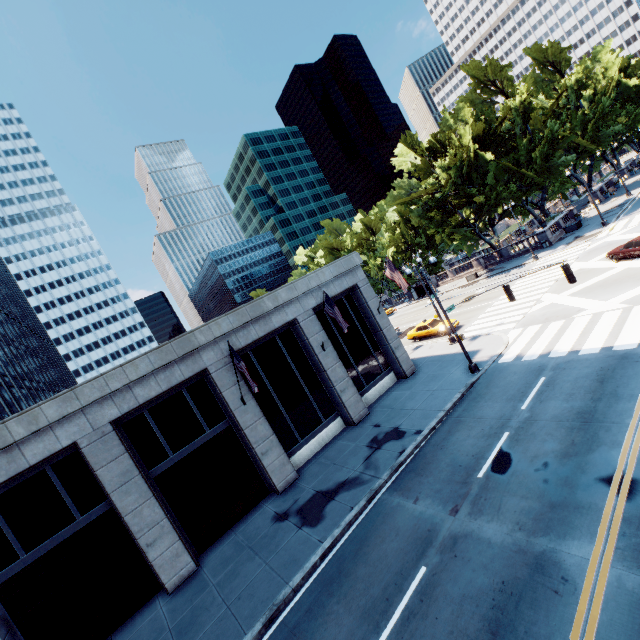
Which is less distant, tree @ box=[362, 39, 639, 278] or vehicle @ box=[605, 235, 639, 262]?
vehicle @ box=[605, 235, 639, 262]

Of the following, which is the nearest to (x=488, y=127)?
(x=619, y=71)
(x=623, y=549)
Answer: (x=619, y=71)

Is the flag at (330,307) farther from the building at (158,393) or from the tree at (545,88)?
the tree at (545,88)

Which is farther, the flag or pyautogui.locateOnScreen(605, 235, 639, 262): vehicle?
pyautogui.locateOnScreen(605, 235, 639, 262): vehicle

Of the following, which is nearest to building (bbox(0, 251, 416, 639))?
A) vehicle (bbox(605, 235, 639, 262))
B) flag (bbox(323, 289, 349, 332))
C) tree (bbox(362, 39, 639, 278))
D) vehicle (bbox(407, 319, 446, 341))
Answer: flag (bbox(323, 289, 349, 332))

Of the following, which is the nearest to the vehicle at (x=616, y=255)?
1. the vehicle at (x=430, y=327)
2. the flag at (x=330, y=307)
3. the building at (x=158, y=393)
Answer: the vehicle at (x=430, y=327)

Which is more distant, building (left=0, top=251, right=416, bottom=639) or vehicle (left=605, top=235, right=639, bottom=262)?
vehicle (left=605, top=235, right=639, bottom=262)

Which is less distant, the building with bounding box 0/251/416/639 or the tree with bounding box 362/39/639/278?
the building with bounding box 0/251/416/639
